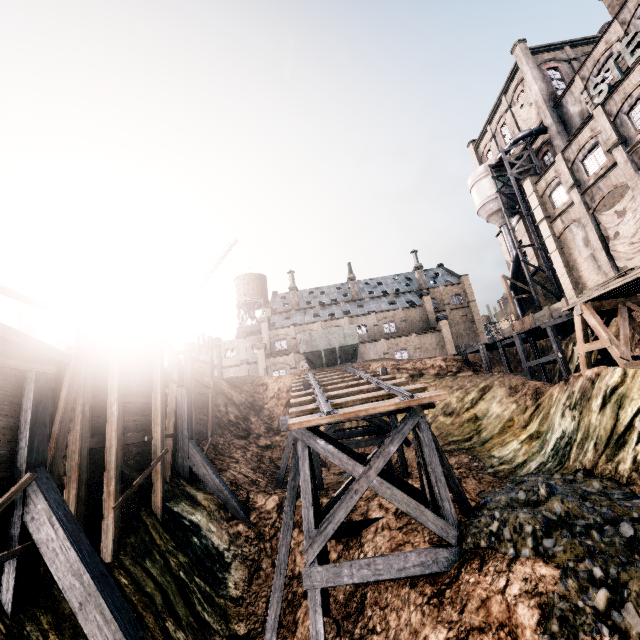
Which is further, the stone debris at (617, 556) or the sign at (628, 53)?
the sign at (628, 53)

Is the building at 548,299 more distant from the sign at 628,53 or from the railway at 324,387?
the railway at 324,387

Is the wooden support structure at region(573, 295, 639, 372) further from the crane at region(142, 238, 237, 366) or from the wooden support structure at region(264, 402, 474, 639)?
the crane at region(142, 238, 237, 366)

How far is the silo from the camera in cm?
3456

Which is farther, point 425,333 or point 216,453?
point 425,333

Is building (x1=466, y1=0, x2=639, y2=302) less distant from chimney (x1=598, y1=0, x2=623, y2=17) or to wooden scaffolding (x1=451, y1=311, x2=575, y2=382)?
wooden scaffolding (x1=451, y1=311, x2=575, y2=382)

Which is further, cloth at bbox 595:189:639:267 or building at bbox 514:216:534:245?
building at bbox 514:216:534:245

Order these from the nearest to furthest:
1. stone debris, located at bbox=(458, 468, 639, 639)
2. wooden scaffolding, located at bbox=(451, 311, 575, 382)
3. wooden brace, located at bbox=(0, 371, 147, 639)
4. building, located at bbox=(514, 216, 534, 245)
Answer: stone debris, located at bbox=(458, 468, 639, 639) → wooden brace, located at bbox=(0, 371, 147, 639) → wooden scaffolding, located at bbox=(451, 311, 575, 382) → building, located at bbox=(514, 216, 534, 245)
